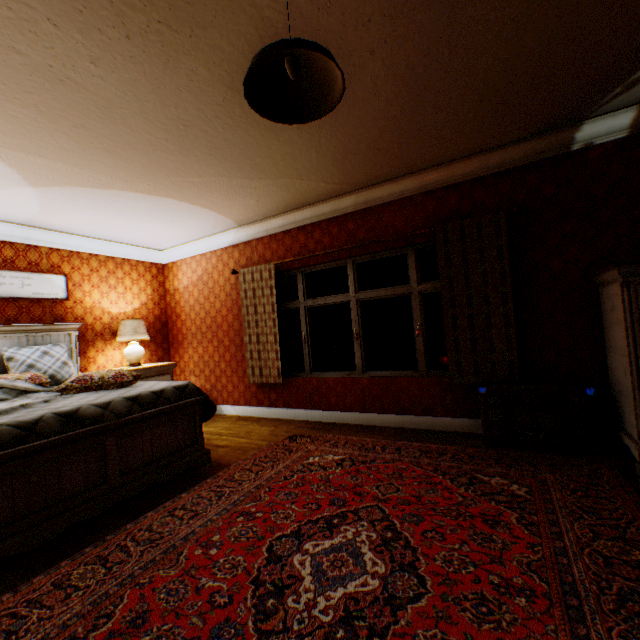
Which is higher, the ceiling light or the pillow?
the ceiling light

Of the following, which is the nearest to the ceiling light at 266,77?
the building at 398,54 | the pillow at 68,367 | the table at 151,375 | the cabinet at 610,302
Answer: the building at 398,54

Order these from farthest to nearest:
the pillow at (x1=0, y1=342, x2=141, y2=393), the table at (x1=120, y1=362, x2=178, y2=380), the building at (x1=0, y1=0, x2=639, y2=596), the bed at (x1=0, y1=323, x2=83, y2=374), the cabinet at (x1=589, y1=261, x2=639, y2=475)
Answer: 1. the table at (x1=120, y1=362, x2=178, y2=380)
2. the bed at (x1=0, y1=323, x2=83, y2=374)
3. the pillow at (x1=0, y1=342, x2=141, y2=393)
4. the cabinet at (x1=589, y1=261, x2=639, y2=475)
5. the building at (x1=0, y1=0, x2=639, y2=596)

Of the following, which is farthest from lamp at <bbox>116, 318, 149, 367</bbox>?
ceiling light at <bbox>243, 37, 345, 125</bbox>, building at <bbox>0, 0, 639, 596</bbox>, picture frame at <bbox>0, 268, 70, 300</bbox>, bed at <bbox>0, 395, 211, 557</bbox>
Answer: ceiling light at <bbox>243, 37, 345, 125</bbox>

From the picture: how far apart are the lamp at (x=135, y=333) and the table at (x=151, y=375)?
0.3 meters

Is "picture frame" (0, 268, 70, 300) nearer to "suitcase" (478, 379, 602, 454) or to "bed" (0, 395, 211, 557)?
"bed" (0, 395, 211, 557)

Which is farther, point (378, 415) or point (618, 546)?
point (378, 415)

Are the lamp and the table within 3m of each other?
yes
